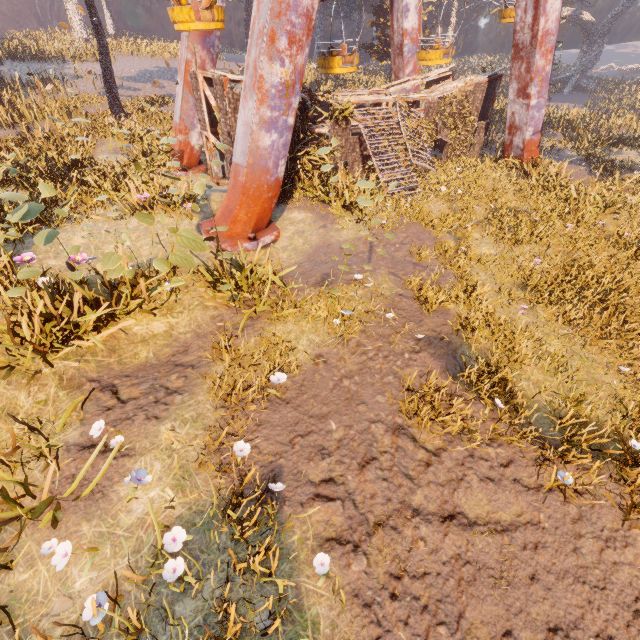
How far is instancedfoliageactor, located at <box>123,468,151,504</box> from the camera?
3.9 meters

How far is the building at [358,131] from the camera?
12.8 meters

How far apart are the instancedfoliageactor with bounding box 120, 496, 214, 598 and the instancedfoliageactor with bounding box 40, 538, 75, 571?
0.8 meters

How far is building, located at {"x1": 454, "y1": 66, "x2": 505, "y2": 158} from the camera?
15.2 meters

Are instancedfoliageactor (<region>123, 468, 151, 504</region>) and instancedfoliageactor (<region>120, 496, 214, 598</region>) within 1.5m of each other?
yes

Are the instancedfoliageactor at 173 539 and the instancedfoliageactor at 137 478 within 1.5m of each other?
yes

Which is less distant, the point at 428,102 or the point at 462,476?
the point at 462,476

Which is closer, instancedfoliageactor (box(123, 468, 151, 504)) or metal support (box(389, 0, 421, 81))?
instancedfoliageactor (box(123, 468, 151, 504))
